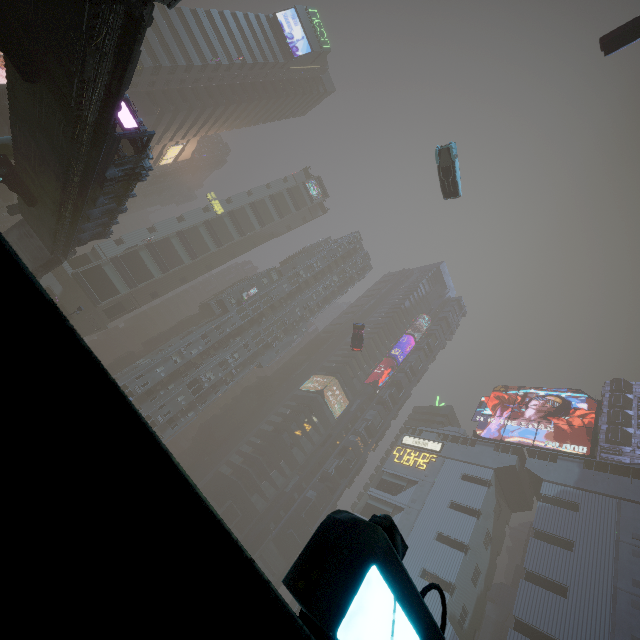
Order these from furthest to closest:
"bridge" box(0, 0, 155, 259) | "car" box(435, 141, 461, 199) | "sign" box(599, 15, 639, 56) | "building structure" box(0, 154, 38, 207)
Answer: "car" box(435, 141, 461, 199) → "building structure" box(0, 154, 38, 207) → "sign" box(599, 15, 639, 56) → "bridge" box(0, 0, 155, 259)

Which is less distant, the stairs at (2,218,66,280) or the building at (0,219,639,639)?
the building at (0,219,639,639)

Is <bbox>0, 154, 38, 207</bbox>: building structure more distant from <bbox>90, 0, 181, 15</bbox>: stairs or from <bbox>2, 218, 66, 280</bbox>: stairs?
<bbox>90, 0, 181, 15</bbox>: stairs

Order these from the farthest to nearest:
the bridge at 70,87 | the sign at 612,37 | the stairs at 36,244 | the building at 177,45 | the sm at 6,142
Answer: the building at 177,45, the stairs at 36,244, the sm at 6,142, the sign at 612,37, the bridge at 70,87

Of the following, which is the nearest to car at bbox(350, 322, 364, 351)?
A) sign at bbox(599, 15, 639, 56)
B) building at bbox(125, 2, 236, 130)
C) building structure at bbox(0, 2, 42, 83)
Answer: building at bbox(125, 2, 236, 130)

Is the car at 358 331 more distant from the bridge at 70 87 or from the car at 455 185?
the bridge at 70 87

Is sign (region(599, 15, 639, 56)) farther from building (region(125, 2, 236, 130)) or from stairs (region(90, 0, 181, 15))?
stairs (region(90, 0, 181, 15))

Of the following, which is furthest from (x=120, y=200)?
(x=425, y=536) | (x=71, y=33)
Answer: (x=425, y=536)
